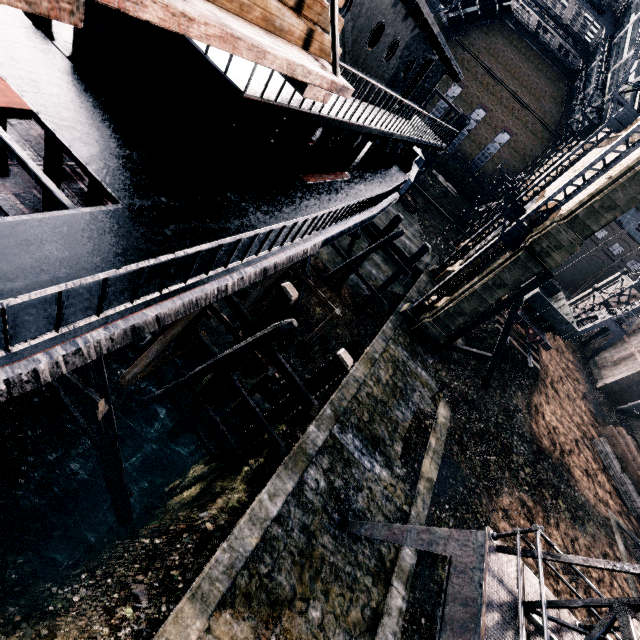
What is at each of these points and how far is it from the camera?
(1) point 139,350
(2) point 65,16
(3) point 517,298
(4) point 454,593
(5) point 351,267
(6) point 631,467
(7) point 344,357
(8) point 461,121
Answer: (1) wooden scaffolding, 16.2 meters
(2) loading platform, 2.1 meters
(3) wooden brace, 20.9 meters
(4) crane, 7.3 meters
(5) wooden scaffolding, 24.0 meters
(6) wood pile, 28.2 meters
(7) wooden scaffolding, 9.4 meters
(8) wooden scaffolding, 34.7 meters

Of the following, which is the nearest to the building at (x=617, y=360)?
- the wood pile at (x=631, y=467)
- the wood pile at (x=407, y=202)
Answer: the wood pile at (x=631, y=467)

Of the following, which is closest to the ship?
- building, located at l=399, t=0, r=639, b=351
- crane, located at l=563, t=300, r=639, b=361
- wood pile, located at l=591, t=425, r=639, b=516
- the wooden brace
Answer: building, located at l=399, t=0, r=639, b=351

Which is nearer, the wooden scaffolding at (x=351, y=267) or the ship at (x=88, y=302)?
the ship at (x=88, y=302)

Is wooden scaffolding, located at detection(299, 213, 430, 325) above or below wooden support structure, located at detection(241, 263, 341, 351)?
above

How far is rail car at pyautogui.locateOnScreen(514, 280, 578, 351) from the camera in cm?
2889

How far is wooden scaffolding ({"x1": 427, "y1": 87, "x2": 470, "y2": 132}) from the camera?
30.0m

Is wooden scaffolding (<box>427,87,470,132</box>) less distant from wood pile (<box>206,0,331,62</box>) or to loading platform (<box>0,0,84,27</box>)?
wood pile (<box>206,0,331,62</box>)
